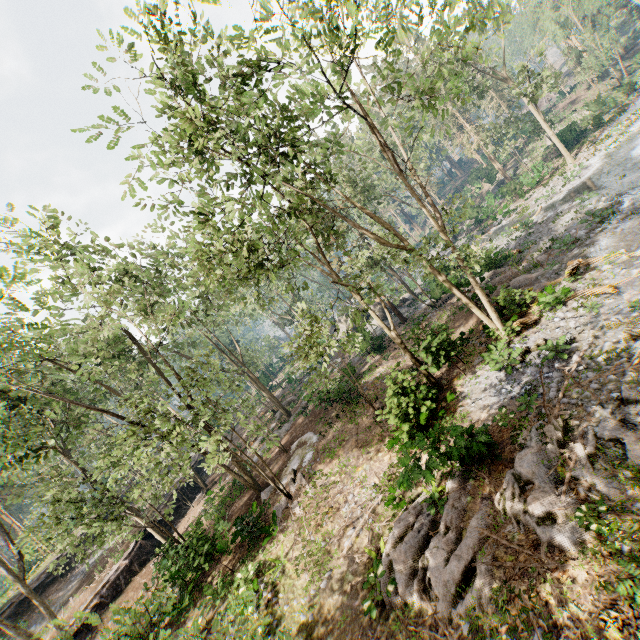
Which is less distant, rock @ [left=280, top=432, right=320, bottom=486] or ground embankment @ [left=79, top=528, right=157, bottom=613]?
rock @ [left=280, top=432, right=320, bottom=486]

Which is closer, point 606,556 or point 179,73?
point 606,556

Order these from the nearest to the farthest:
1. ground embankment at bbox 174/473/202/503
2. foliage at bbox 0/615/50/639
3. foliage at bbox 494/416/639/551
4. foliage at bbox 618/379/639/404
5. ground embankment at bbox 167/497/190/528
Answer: foliage at bbox 0/615/50/639 → foliage at bbox 494/416/639/551 → foliage at bbox 618/379/639/404 → ground embankment at bbox 167/497/190/528 → ground embankment at bbox 174/473/202/503

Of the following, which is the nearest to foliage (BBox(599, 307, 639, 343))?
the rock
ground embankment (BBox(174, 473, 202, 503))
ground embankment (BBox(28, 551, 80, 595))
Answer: ground embankment (BBox(174, 473, 202, 503))

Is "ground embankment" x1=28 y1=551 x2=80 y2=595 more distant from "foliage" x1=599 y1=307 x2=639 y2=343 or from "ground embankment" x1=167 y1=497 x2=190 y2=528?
"ground embankment" x1=167 y1=497 x2=190 y2=528

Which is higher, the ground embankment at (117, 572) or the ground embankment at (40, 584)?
the ground embankment at (40, 584)

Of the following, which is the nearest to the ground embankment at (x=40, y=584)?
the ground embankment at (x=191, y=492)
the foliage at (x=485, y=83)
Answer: the foliage at (x=485, y=83)

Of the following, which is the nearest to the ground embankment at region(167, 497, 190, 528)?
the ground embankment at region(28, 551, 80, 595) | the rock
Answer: the ground embankment at region(28, 551, 80, 595)
